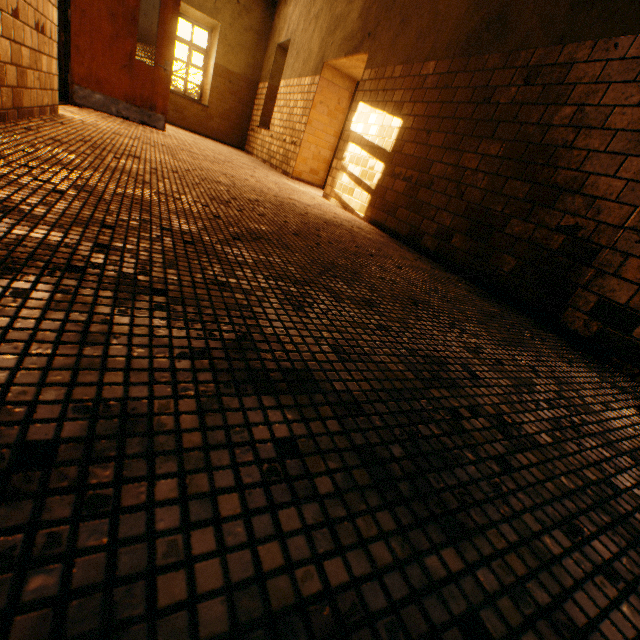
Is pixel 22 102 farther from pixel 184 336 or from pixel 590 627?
pixel 590 627
